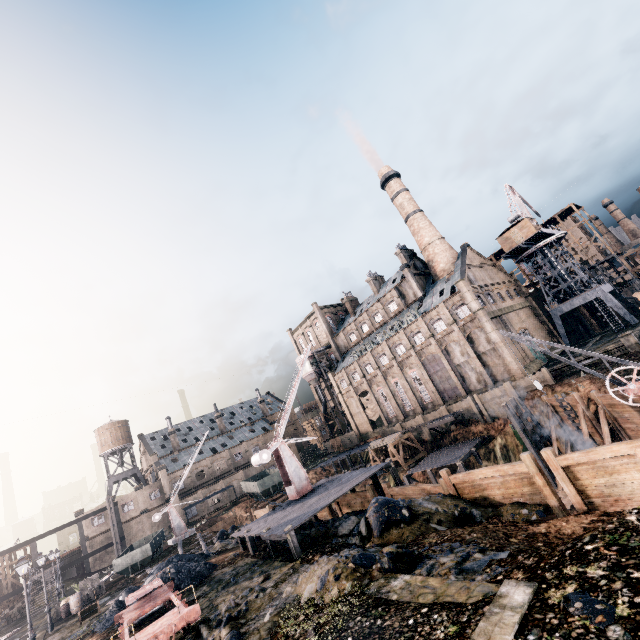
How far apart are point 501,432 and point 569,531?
31.3m

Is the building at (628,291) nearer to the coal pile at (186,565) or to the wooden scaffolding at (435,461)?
the wooden scaffolding at (435,461)

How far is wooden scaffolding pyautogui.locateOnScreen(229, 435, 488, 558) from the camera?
17.9m

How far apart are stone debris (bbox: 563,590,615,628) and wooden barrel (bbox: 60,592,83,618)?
39.7 meters

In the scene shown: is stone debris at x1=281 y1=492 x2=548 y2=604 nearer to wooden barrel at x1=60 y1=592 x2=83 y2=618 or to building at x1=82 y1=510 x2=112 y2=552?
wooden barrel at x1=60 y1=592 x2=83 y2=618

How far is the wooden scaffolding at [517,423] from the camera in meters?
30.2

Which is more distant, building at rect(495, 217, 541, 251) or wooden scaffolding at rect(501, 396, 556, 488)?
building at rect(495, 217, 541, 251)

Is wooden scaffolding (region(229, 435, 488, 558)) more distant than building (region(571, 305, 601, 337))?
No
